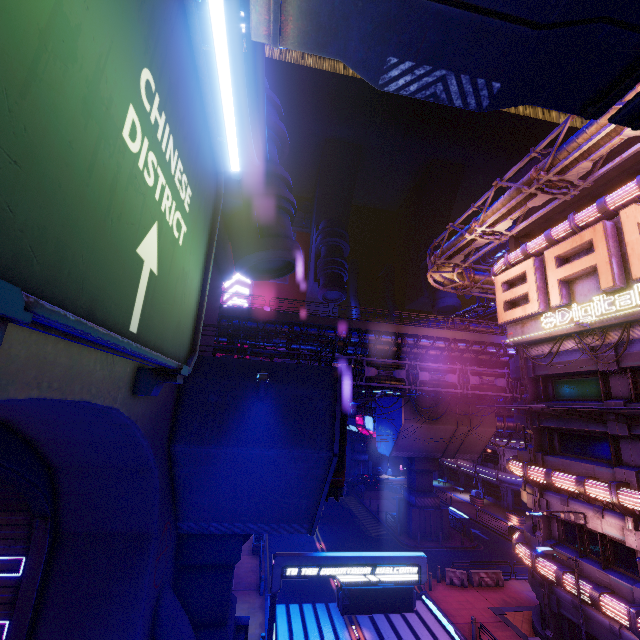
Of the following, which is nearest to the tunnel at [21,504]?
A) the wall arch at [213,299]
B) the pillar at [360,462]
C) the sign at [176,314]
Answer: the wall arch at [213,299]

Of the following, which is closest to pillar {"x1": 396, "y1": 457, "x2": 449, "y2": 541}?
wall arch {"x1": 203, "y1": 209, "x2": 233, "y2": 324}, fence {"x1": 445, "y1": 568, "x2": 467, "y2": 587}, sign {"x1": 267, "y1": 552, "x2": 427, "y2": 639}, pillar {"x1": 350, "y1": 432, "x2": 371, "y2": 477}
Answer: fence {"x1": 445, "y1": 568, "x2": 467, "y2": 587}

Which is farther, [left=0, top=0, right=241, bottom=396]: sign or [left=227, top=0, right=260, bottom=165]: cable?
[left=227, top=0, right=260, bottom=165]: cable

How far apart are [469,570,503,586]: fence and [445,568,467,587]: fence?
0.3m

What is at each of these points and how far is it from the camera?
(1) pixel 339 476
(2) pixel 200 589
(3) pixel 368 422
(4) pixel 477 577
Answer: (1) vent, 12.66m
(2) pillar, 11.90m
(3) sign, 40.12m
(4) fence, 23.61m

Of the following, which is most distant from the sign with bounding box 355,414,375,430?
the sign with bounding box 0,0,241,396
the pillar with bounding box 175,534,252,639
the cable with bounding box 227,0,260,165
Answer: the sign with bounding box 0,0,241,396

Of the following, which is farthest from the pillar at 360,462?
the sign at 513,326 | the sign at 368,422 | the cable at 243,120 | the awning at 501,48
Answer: the awning at 501,48

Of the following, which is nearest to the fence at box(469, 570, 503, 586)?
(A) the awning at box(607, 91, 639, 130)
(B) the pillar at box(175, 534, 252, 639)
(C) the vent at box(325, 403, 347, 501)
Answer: (C) the vent at box(325, 403, 347, 501)
